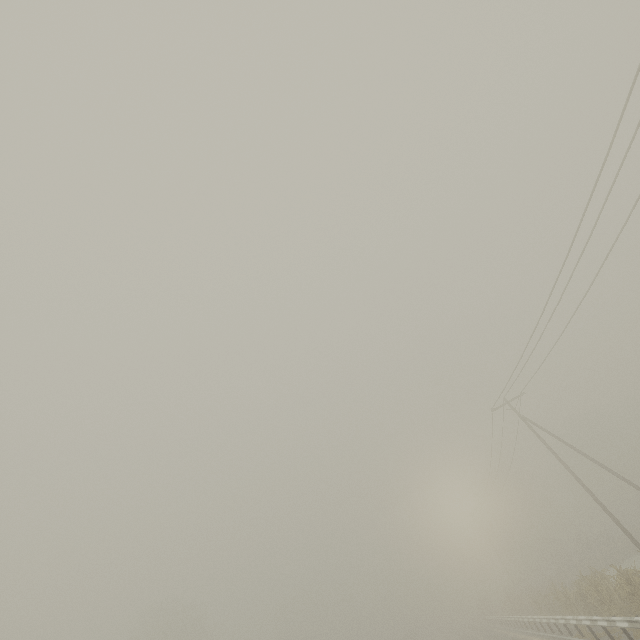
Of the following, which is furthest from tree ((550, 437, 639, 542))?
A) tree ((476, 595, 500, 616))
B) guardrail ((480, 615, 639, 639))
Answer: guardrail ((480, 615, 639, 639))

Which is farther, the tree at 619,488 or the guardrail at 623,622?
the tree at 619,488

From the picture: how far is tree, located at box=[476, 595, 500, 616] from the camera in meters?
51.3

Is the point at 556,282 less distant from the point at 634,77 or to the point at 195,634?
the point at 634,77

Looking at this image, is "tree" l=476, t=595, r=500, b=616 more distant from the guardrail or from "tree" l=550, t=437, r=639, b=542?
"tree" l=550, t=437, r=639, b=542

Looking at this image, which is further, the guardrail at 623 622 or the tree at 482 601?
the tree at 482 601

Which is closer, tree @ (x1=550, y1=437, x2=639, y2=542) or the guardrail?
the guardrail

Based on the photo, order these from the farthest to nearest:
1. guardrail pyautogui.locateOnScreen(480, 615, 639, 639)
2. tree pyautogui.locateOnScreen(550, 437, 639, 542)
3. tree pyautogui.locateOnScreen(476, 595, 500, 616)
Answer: tree pyautogui.locateOnScreen(476, 595, 500, 616)
tree pyautogui.locateOnScreen(550, 437, 639, 542)
guardrail pyautogui.locateOnScreen(480, 615, 639, 639)
